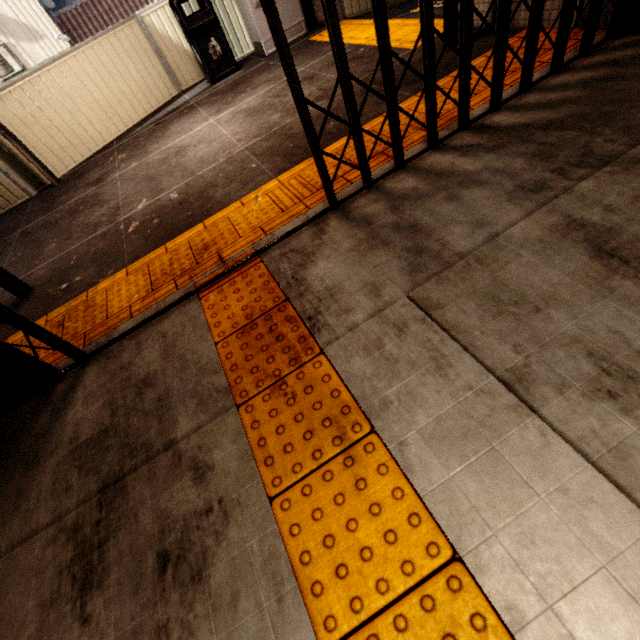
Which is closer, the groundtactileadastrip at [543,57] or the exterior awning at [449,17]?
the groundtactileadastrip at [543,57]

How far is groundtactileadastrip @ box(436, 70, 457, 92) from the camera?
2.83m

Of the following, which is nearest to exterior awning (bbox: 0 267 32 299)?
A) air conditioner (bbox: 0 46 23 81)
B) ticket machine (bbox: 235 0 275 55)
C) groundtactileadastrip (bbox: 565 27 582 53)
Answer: ticket machine (bbox: 235 0 275 55)

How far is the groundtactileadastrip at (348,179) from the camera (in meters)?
2.41

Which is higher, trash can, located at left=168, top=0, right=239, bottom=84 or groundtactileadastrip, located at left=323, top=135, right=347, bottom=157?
trash can, located at left=168, top=0, right=239, bottom=84

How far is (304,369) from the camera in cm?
155
